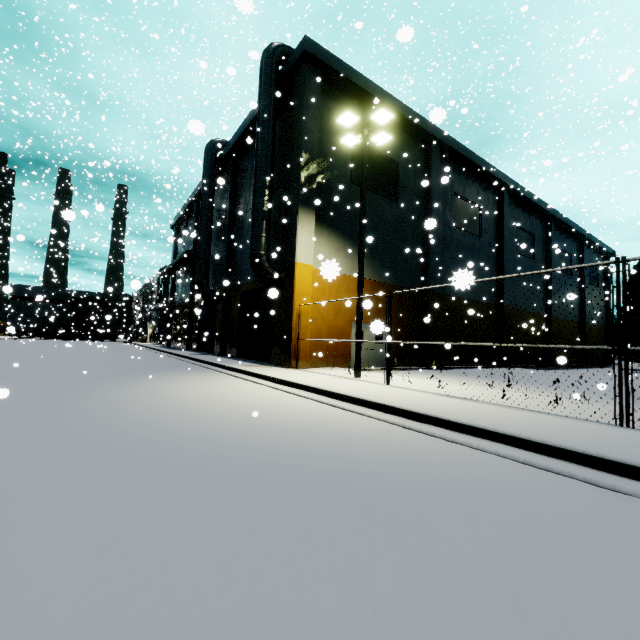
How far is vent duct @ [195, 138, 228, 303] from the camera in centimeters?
2366cm

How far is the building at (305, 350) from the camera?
14.96m

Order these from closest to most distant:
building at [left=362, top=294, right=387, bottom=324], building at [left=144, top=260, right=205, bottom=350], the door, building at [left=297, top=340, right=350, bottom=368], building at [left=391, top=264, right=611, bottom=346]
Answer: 1. building at [left=362, top=294, right=387, bottom=324]
2. building at [left=297, top=340, right=350, bottom=368]
3. the door
4. building at [left=391, top=264, right=611, bottom=346]
5. building at [left=144, top=260, right=205, bottom=350]

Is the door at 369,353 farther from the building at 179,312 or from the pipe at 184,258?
the pipe at 184,258

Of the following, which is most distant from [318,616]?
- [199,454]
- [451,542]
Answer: [199,454]

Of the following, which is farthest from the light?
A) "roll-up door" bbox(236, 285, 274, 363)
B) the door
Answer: "roll-up door" bbox(236, 285, 274, 363)

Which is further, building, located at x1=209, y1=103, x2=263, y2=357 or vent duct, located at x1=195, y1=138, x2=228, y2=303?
vent duct, located at x1=195, y1=138, x2=228, y2=303

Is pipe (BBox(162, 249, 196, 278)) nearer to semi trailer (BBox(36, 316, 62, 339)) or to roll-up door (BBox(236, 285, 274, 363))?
roll-up door (BBox(236, 285, 274, 363))
